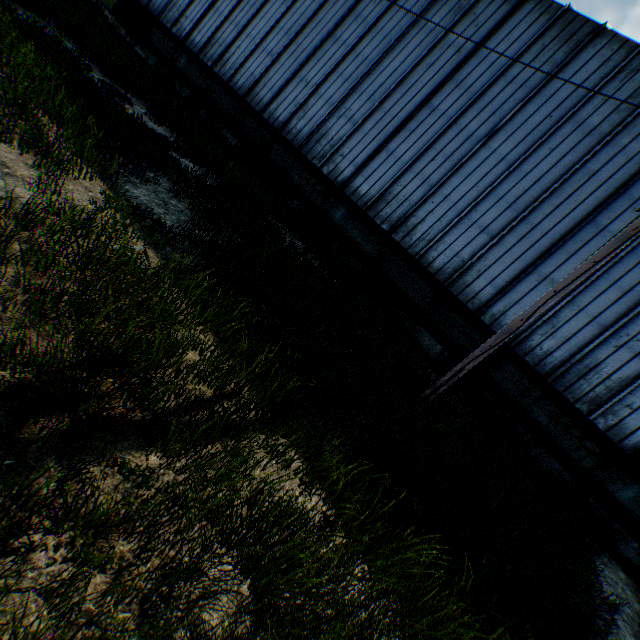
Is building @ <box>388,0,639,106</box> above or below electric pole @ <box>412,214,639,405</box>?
above

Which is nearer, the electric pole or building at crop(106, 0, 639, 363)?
the electric pole

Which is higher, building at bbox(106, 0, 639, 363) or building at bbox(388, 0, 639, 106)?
building at bbox(388, 0, 639, 106)

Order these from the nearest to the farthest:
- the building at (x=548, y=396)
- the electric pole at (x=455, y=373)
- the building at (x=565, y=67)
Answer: the electric pole at (x=455, y=373)
the building at (x=548, y=396)
the building at (x=565, y=67)

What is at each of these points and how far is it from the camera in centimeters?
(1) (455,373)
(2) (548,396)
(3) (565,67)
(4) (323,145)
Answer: (1) electric pole, 662cm
(2) building, 1007cm
(3) building, 1099cm
(4) building, 1362cm

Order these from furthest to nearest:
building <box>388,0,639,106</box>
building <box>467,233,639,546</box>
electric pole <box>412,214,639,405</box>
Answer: building <box>388,0,639,106</box> < building <box>467,233,639,546</box> < electric pole <box>412,214,639,405</box>

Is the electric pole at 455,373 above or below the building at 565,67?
below

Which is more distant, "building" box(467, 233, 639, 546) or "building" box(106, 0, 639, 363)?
"building" box(106, 0, 639, 363)
